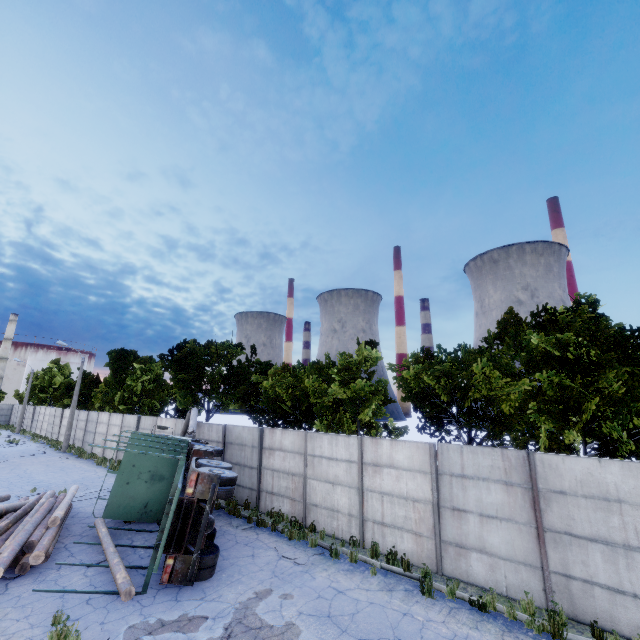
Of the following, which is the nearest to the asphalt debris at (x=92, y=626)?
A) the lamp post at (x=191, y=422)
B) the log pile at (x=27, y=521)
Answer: the log pile at (x=27, y=521)

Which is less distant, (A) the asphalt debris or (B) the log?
(A) the asphalt debris

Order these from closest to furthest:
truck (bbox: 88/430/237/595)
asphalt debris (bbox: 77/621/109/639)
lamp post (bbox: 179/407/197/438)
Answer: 1. asphalt debris (bbox: 77/621/109/639)
2. truck (bbox: 88/430/237/595)
3. lamp post (bbox: 179/407/197/438)

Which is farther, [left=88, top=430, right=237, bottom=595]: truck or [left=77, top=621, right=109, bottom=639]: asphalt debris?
[left=88, top=430, right=237, bottom=595]: truck

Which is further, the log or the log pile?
the log pile

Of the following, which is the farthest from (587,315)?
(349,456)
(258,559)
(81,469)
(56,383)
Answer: (56,383)

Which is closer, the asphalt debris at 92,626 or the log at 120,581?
the asphalt debris at 92,626

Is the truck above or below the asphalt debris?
above
